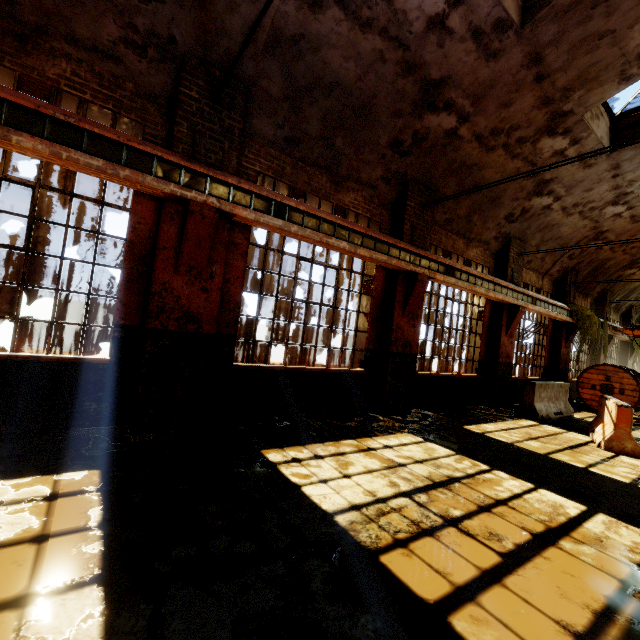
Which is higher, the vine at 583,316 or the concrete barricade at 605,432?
the vine at 583,316

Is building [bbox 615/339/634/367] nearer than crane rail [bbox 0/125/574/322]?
No

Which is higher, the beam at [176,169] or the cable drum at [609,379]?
the beam at [176,169]

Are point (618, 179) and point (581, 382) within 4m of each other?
no

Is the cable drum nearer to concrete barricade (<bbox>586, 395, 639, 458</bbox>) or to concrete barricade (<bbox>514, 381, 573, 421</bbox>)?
concrete barricade (<bbox>514, 381, 573, 421</bbox>)

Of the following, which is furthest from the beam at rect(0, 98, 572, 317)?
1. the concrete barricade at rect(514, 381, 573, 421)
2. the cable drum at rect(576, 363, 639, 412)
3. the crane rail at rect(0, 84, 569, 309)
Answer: the concrete barricade at rect(514, 381, 573, 421)

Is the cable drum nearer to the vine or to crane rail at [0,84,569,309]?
the vine

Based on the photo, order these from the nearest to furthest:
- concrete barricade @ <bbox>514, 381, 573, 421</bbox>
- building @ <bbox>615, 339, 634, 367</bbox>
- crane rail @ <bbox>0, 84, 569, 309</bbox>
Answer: crane rail @ <bbox>0, 84, 569, 309</bbox>
concrete barricade @ <bbox>514, 381, 573, 421</bbox>
building @ <bbox>615, 339, 634, 367</bbox>
